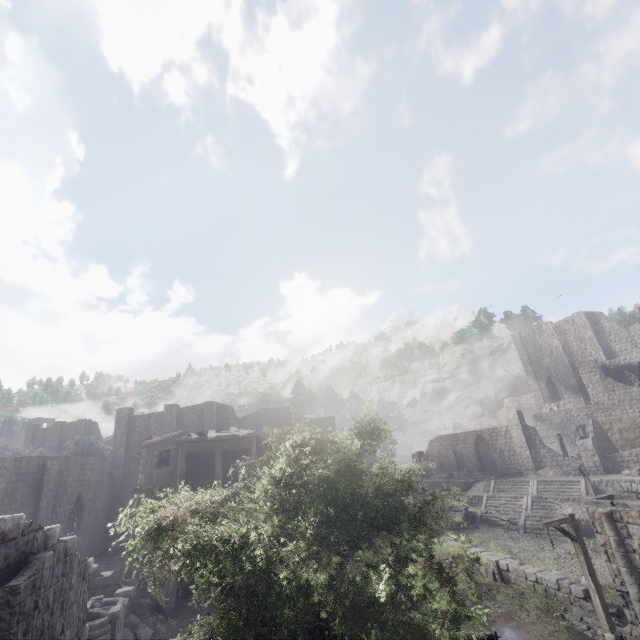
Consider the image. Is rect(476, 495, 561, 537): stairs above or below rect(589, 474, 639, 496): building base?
below

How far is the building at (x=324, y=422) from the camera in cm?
4891

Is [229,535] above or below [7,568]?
above

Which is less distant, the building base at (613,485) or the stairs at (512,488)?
the building base at (613,485)

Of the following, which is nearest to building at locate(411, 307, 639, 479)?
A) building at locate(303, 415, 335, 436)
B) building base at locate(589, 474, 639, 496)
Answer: building base at locate(589, 474, 639, 496)

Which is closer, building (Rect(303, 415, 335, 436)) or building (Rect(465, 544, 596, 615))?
building (Rect(465, 544, 596, 615))

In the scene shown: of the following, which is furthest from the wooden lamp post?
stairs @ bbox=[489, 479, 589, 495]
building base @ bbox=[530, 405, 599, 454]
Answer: building base @ bbox=[530, 405, 599, 454]

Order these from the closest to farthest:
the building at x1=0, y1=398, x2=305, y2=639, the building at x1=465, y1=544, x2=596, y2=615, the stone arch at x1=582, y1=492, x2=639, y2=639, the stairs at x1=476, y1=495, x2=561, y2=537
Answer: the building at x1=0, y1=398, x2=305, y2=639, the stone arch at x1=582, y1=492, x2=639, y2=639, the building at x1=465, y1=544, x2=596, y2=615, the stairs at x1=476, y1=495, x2=561, y2=537
